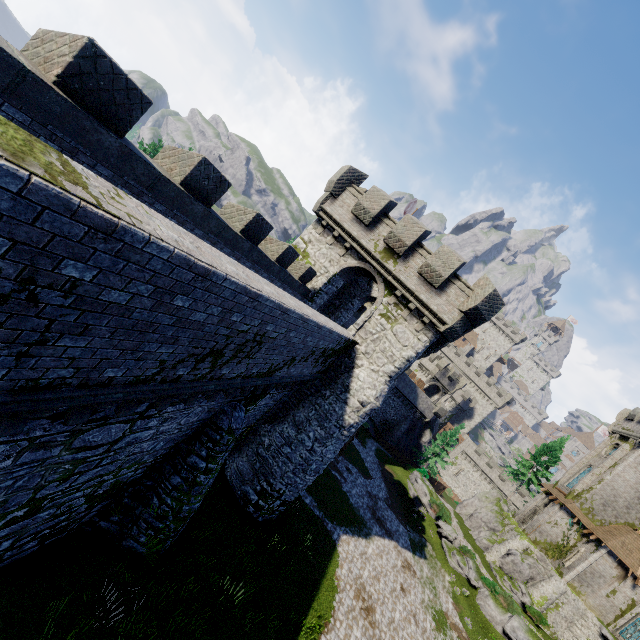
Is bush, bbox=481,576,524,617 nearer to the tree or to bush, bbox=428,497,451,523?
bush, bbox=428,497,451,523

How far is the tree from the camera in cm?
4525

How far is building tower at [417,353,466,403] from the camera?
56.1m

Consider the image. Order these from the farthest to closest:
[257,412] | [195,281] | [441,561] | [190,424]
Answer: [441,561], [257,412], [190,424], [195,281]

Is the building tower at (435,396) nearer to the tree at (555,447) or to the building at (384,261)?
the building at (384,261)

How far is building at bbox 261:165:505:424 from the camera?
16.0 meters

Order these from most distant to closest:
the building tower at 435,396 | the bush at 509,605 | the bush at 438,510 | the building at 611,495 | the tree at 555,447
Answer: the building tower at 435,396, the tree at 555,447, the bush at 438,510, the building at 611,495, the bush at 509,605

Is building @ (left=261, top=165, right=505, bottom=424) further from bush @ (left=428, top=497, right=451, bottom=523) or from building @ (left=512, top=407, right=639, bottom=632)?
building @ (left=512, top=407, right=639, bottom=632)
